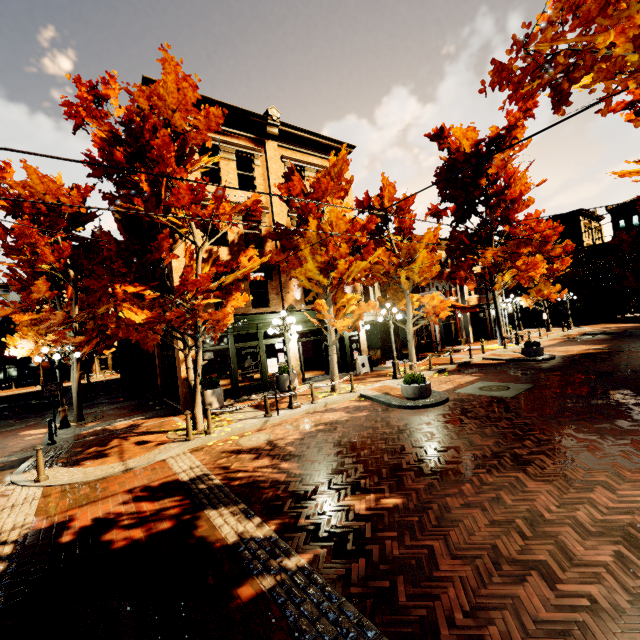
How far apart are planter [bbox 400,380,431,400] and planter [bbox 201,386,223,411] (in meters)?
7.32

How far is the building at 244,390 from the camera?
14.8 meters

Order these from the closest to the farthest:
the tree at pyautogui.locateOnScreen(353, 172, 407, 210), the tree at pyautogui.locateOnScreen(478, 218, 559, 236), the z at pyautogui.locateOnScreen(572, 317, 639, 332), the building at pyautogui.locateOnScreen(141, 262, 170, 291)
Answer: the building at pyautogui.locateOnScreen(141, 262, 170, 291)
the tree at pyautogui.locateOnScreen(353, 172, 407, 210)
the tree at pyautogui.locateOnScreen(478, 218, 559, 236)
the z at pyautogui.locateOnScreen(572, 317, 639, 332)

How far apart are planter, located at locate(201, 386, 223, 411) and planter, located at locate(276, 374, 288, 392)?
2.7m

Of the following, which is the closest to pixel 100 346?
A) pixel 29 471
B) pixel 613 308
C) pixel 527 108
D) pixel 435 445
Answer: pixel 29 471

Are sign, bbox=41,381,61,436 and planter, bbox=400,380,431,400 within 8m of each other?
no

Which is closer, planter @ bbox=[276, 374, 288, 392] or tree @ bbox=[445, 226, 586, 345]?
planter @ bbox=[276, 374, 288, 392]

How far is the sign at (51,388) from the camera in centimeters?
1177cm
